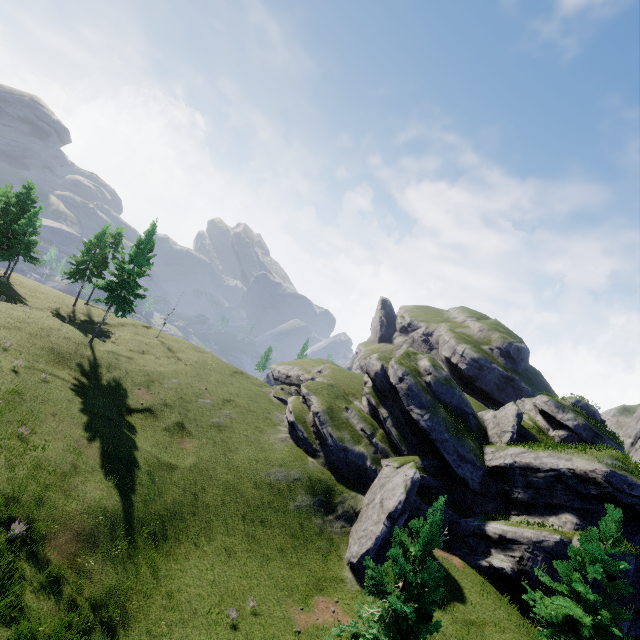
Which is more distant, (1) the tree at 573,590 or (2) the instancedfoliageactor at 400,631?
(1) the tree at 573,590

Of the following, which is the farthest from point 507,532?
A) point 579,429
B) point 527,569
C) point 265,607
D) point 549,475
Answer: point 265,607

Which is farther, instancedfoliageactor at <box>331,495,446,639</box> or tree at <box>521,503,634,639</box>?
tree at <box>521,503,634,639</box>
